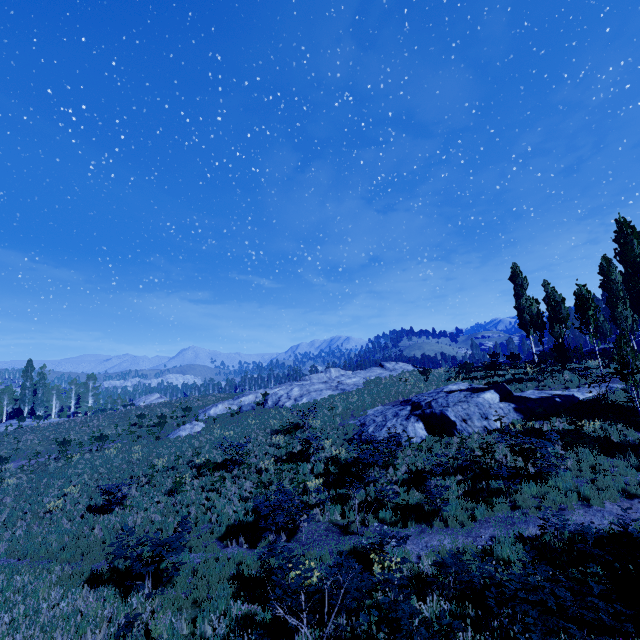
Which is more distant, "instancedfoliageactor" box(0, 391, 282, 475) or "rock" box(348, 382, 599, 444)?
"instancedfoliageactor" box(0, 391, 282, 475)

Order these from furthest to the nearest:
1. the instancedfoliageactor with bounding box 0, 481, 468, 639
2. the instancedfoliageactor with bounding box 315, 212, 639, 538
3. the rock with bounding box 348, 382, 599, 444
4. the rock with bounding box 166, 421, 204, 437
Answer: the rock with bounding box 166, 421, 204, 437 → the rock with bounding box 348, 382, 599, 444 → the instancedfoliageactor with bounding box 315, 212, 639, 538 → the instancedfoliageactor with bounding box 0, 481, 468, 639

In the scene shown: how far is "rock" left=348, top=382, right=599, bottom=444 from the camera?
16.8 meters

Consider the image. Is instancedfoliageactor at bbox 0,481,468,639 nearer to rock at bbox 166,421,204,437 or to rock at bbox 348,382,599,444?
rock at bbox 348,382,599,444

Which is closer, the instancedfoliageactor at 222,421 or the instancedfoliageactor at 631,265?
the instancedfoliageactor at 631,265

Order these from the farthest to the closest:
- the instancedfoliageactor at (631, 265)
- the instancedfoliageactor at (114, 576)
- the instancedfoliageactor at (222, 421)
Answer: the instancedfoliageactor at (222, 421) → the instancedfoliageactor at (631, 265) → the instancedfoliageactor at (114, 576)

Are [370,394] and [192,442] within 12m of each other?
no

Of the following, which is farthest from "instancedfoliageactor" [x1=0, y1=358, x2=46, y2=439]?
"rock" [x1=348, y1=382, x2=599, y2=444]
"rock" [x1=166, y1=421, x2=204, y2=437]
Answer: "rock" [x1=166, y1=421, x2=204, y2=437]
